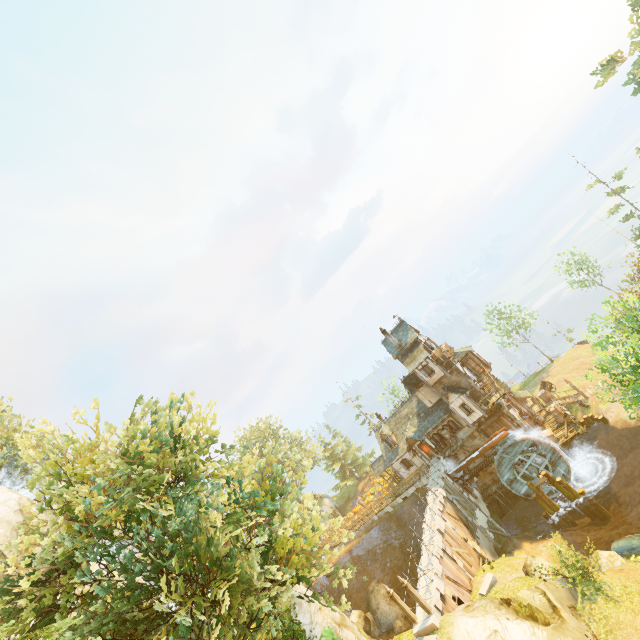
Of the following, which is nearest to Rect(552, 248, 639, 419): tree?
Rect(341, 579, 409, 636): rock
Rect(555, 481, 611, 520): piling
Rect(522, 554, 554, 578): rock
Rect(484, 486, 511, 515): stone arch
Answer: Rect(341, 579, 409, 636): rock

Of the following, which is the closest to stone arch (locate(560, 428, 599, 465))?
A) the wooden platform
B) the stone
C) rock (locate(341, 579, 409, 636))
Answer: the wooden platform

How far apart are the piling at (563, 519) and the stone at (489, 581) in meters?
10.1 m

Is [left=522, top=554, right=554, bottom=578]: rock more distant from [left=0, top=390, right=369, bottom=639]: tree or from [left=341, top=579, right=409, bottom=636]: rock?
[left=341, top=579, right=409, bottom=636]: rock

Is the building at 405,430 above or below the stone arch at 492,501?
above

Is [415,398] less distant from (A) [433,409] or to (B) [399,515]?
(A) [433,409]

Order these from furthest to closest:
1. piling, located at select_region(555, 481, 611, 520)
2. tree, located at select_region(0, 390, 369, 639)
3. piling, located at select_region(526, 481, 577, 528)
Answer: piling, located at select_region(526, 481, 577, 528), piling, located at select_region(555, 481, 611, 520), tree, located at select_region(0, 390, 369, 639)

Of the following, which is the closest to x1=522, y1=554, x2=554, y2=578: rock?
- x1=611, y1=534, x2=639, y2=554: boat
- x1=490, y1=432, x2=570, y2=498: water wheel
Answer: x1=611, y1=534, x2=639, y2=554: boat
